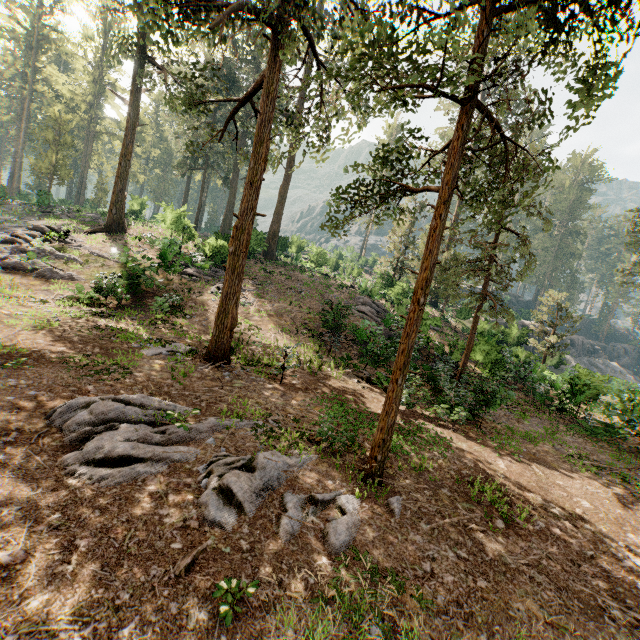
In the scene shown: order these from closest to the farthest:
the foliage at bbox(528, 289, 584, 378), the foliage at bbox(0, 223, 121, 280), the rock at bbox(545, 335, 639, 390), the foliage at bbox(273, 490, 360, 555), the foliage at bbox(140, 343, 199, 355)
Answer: the foliage at bbox(273, 490, 360, 555) < the foliage at bbox(140, 343, 199, 355) < the foliage at bbox(0, 223, 121, 280) < the rock at bbox(545, 335, 639, 390) < the foliage at bbox(528, 289, 584, 378)

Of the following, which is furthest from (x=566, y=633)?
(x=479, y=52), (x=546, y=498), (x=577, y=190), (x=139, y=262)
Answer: (x=577, y=190)

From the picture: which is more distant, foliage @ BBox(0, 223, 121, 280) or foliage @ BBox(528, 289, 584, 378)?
foliage @ BBox(528, 289, 584, 378)

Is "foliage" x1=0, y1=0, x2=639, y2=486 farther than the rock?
No

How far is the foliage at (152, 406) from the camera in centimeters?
525cm

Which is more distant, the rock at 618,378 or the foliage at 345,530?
the rock at 618,378
